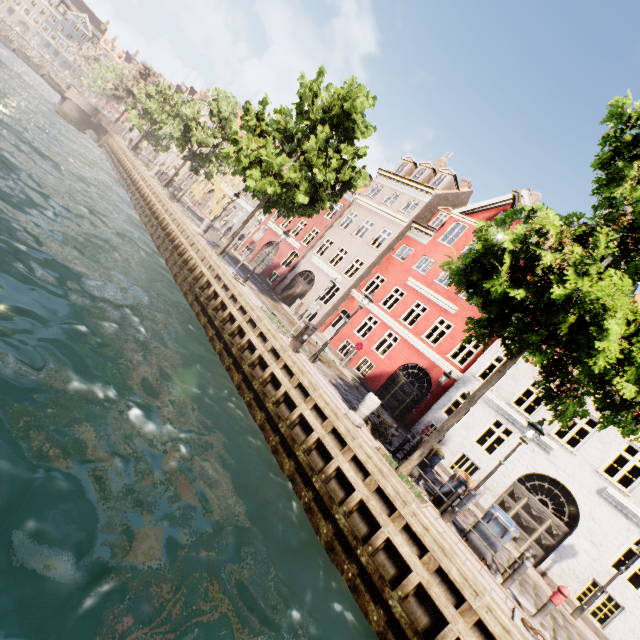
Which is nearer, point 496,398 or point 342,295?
point 496,398

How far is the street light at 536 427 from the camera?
8.5 meters

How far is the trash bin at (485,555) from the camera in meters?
8.5 m

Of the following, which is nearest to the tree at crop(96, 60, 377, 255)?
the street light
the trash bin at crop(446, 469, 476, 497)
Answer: the street light

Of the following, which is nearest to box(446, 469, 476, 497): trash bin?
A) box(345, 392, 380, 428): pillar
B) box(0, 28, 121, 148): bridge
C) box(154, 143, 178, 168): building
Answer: box(345, 392, 380, 428): pillar

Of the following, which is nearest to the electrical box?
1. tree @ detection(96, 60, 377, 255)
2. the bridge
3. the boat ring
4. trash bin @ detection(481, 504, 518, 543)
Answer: tree @ detection(96, 60, 377, 255)

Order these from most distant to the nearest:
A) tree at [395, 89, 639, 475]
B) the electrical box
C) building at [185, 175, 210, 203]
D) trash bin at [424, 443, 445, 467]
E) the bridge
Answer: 1. building at [185, 175, 210, 203]
2. the bridge
3. the electrical box
4. trash bin at [424, 443, 445, 467]
5. tree at [395, 89, 639, 475]

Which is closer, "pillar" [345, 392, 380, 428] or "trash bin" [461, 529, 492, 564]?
"trash bin" [461, 529, 492, 564]
